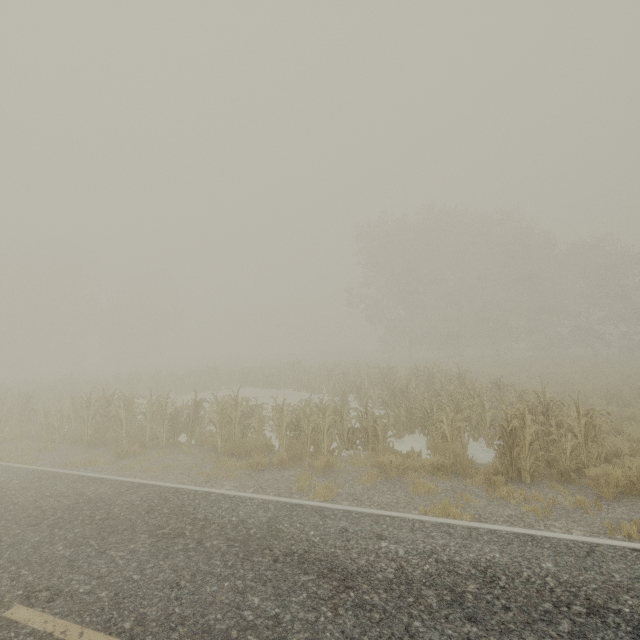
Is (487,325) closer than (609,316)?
No
